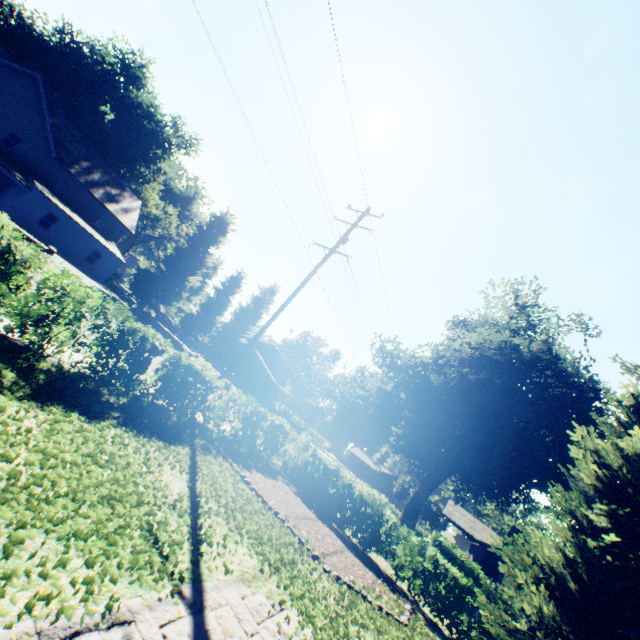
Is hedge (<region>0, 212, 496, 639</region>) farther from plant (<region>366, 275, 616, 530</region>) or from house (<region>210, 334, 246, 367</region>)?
house (<region>210, 334, 246, 367</region>)

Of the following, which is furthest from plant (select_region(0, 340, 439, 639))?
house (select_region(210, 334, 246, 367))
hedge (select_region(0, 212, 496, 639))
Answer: hedge (select_region(0, 212, 496, 639))

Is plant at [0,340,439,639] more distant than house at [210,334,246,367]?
No

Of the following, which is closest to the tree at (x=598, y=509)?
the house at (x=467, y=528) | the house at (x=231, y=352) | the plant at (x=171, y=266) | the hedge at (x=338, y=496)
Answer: the hedge at (x=338, y=496)

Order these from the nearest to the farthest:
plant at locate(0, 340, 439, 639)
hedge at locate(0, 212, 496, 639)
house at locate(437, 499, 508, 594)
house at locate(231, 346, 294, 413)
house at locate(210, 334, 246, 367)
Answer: plant at locate(0, 340, 439, 639), hedge at locate(0, 212, 496, 639), house at locate(437, 499, 508, 594), house at locate(231, 346, 294, 413), house at locate(210, 334, 246, 367)

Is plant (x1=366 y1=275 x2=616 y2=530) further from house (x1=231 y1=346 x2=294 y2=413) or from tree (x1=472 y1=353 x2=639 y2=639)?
tree (x1=472 y1=353 x2=639 y2=639)

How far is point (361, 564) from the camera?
10.9m

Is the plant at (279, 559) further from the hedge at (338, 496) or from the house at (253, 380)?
the hedge at (338, 496)
